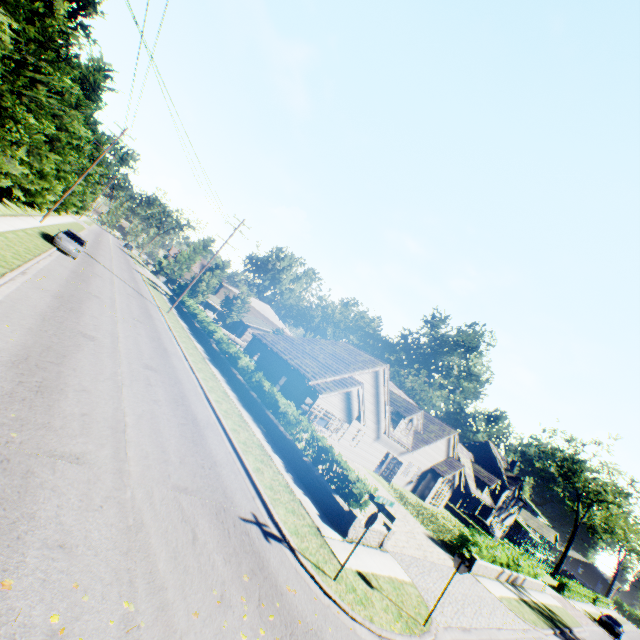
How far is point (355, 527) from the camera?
11.5 meters

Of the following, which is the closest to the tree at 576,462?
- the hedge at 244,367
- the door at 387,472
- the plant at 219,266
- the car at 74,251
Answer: the car at 74,251

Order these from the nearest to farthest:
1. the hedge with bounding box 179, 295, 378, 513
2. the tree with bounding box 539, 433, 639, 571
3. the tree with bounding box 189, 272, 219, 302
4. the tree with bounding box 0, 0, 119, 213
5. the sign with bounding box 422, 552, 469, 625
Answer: the sign with bounding box 422, 552, 469, 625, the tree with bounding box 0, 0, 119, 213, the hedge with bounding box 179, 295, 378, 513, the tree with bounding box 189, 272, 219, 302, the tree with bounding box 539, 433, 639, 571

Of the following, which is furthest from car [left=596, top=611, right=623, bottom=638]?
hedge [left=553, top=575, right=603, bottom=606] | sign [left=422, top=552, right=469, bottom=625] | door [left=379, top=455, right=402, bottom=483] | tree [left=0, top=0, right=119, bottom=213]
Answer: sign [left=422, top=552, right=469, bottom=625]

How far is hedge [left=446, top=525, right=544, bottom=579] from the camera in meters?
20.0 m

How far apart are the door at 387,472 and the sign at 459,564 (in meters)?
19.41

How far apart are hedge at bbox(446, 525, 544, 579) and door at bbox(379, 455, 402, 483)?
7.5m

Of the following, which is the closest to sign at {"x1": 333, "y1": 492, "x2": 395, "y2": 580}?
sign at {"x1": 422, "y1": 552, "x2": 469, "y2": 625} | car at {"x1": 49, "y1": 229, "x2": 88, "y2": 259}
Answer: sign at {"x1": 422, "y1": 552, "x2": 469, "y2": 625}
